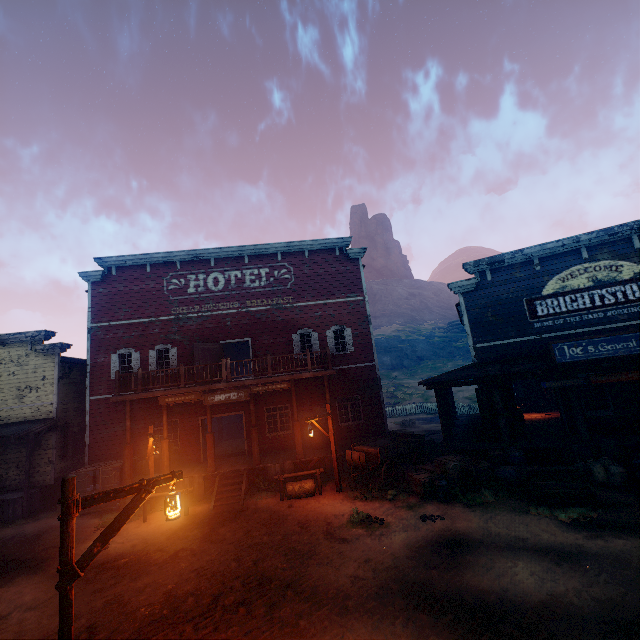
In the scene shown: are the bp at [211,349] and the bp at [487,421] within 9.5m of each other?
no

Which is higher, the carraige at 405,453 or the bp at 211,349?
the bp at 211,349

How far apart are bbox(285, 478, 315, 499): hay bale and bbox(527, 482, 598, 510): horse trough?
7.2m

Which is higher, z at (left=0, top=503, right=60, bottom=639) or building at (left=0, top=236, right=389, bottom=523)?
building at (left=0, top=236, right=389, bottom=523)

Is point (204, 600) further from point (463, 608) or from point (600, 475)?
point (600, 475)

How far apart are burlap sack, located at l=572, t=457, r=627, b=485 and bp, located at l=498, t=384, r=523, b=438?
2.35m

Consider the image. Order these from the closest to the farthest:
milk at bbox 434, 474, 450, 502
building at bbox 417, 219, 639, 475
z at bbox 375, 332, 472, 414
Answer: milk at bbox 434, 474, 450, 502
building at bbox 417, 219, 639, 475
z at bbox 375, 332, 472, 414

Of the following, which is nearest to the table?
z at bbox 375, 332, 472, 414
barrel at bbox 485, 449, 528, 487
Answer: z at bbox 375, 332, 472, 414
